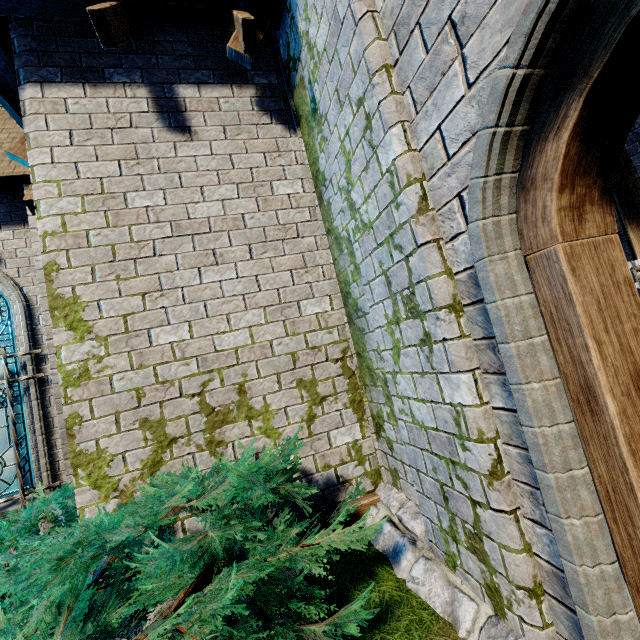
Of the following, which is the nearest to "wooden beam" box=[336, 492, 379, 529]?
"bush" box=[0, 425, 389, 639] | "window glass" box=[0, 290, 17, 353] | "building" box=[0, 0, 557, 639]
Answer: "building" box=[0, 0, 557, 639]

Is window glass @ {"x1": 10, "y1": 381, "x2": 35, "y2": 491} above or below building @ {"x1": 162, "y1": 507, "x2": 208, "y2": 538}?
above

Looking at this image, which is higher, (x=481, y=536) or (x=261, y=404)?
(x=261, y=404)

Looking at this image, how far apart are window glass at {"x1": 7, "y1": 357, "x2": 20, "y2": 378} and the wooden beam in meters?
4.9 m

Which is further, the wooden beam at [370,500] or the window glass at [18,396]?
the window glass at [18,396]

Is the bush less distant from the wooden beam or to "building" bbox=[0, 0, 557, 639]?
"building" bbox=[0, 0, 557, 639]

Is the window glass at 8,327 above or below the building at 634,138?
below
